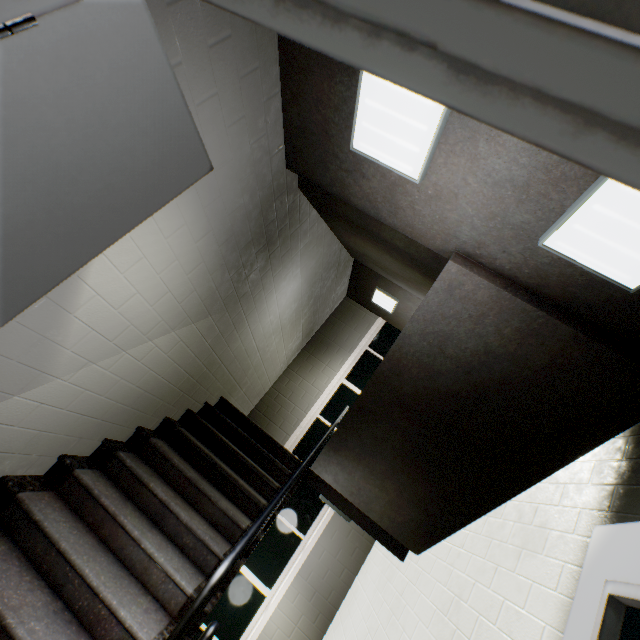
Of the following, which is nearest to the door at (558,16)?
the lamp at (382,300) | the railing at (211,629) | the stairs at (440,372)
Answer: the stairs at (440,372)

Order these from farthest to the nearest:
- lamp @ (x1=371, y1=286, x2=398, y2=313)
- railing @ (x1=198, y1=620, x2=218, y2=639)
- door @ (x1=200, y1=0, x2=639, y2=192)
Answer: lamp @ (x1=371, y1=286, x2=398, y2=313)
railing @ (x1=198, y1=620, x2=218, y2=639)
door @ (x1=200, y1=0, x2=639, y2=192)

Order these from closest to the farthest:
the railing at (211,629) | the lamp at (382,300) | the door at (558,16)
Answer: the door at (558,16) < the railing at (211,629) < the lamp at (382,300)

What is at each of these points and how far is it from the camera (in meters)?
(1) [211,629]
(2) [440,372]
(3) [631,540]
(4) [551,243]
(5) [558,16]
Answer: (1) railing, 1.35
(2) stairs, 2.53
(3) door, 0.86
(4) lamp, 1.71
(5) door, 0.30

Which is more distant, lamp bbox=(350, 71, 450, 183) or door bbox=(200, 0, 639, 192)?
lamp bbox=(350, 71, 450, 183)

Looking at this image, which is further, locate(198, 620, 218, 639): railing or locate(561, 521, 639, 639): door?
locate(198, 620, 218, 639): railing

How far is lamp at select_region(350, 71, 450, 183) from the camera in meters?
1.6 m

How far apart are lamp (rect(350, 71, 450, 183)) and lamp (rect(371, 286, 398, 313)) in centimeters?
425cm
